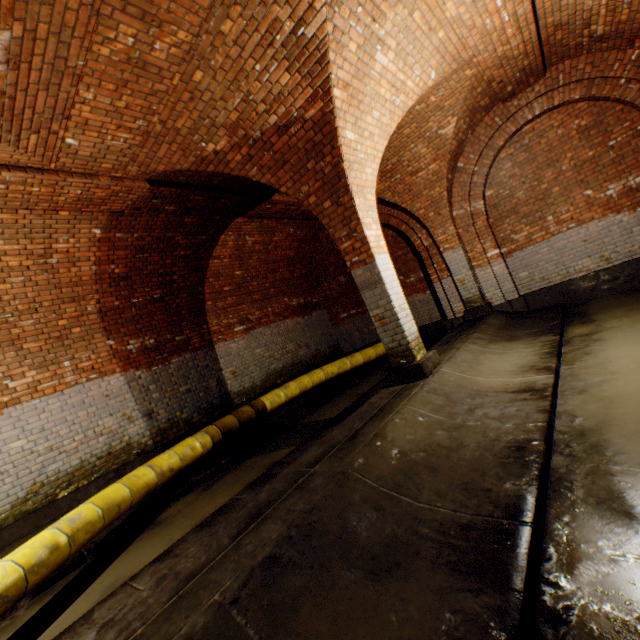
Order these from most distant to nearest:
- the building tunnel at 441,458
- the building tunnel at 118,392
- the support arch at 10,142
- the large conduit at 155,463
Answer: the building tunnel at 118,392
the large conduit at 155,463
the support arch at 10,142
the building tunnel at 441,458

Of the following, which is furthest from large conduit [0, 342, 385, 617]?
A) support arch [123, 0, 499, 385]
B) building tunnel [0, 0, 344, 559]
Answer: support arch [123, 0, 499, 385]

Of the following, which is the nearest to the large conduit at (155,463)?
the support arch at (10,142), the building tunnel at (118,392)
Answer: the building tunnel at (118,392)

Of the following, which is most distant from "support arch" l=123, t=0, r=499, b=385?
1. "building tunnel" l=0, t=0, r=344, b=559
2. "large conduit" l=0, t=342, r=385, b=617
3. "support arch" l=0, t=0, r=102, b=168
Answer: "large conduit" l=0, t=342, r=385, b=617

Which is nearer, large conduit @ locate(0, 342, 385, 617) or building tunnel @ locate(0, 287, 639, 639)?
building tunnel @ locate(0, 287, 639, 639)

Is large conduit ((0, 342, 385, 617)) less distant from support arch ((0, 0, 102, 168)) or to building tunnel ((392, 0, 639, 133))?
building tunnel ((392, 0, 639, 133))

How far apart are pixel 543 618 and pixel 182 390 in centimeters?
691cm

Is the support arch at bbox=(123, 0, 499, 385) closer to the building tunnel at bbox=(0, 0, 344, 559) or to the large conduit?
the building tunnel at bbox=(0, 0, 344, 559)
